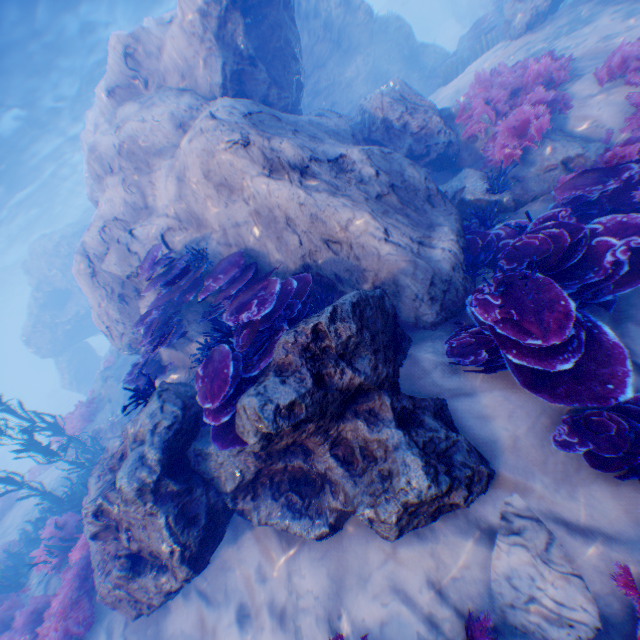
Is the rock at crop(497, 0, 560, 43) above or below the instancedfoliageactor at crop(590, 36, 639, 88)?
above

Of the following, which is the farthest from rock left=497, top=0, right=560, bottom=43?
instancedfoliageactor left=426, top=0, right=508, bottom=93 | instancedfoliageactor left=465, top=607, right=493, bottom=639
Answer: instancedfoliageactor left=465, top=607, right=493, bottom=639

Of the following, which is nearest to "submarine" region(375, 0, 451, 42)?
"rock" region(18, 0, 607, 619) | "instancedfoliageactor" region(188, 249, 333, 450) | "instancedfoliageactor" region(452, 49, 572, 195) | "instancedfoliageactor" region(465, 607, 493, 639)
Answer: "rock" region(18, 0, 607, 619)

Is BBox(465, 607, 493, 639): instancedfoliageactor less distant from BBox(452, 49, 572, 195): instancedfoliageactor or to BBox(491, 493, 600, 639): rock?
BBox(491, 493, 600, 639): rock

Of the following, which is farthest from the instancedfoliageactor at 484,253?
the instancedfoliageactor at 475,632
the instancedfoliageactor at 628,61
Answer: the instancedfoliageactor at 475,632

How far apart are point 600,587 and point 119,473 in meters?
6.0

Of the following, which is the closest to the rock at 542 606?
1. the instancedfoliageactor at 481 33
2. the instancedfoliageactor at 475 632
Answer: the instancedfoliageactor at 481 33

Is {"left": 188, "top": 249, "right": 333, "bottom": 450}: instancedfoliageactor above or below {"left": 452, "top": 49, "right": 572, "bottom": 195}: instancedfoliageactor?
above
